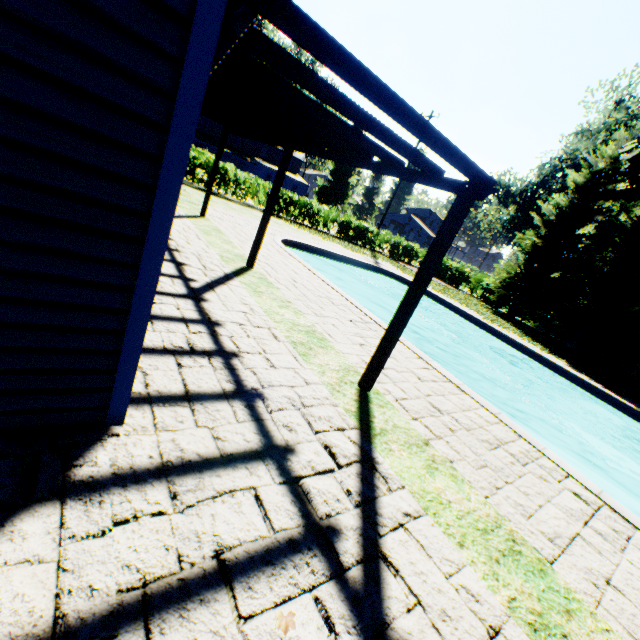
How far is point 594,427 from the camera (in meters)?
12.30

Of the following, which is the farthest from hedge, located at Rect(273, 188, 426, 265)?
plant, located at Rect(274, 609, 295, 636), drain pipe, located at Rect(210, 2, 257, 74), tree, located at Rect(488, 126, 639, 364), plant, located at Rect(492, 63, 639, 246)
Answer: plant, located at Rect(274, 609, 295, 636)

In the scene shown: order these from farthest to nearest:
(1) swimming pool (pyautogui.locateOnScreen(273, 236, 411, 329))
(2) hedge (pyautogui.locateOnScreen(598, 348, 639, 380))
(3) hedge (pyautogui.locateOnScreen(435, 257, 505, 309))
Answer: (3) hedge (pyautogui.locateOnScreen(435, 257, 505, 309)), (2) hedge (pyautogui.locateOnScreen(598, 348, 639, 380)), (1) swimming pool (pyautogui.locateOnScreen(273, 236, 411, 329))

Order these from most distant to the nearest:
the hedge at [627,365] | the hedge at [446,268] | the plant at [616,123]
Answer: the plant at [616,123] < the hedge at [446,268] < the hedge at [627,365]

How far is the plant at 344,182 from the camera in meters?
51.8

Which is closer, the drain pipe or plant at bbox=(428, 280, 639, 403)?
the drain pipe

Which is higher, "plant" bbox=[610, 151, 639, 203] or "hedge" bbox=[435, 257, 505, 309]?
"plant" bbox=[610, 151, 639, 203]

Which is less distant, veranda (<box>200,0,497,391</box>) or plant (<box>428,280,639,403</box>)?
veranda (<box>200,0,497,391</box>)
